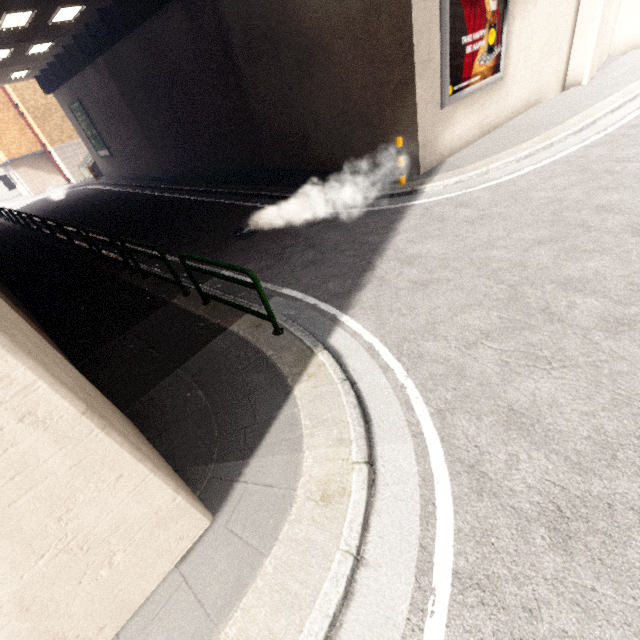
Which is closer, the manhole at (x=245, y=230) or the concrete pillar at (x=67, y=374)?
the concrete pillar at (x=67, y=374)

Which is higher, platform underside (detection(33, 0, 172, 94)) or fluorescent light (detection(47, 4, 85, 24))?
fluorescent light (detection(47, 4, 85, 24))

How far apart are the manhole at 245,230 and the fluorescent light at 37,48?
17.2 meters

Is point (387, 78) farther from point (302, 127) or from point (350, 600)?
point (350, 600)

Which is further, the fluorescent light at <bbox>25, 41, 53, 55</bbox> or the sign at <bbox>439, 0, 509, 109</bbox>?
the fluorescent light at <bbox>25, 41, 53, 55</bbox>

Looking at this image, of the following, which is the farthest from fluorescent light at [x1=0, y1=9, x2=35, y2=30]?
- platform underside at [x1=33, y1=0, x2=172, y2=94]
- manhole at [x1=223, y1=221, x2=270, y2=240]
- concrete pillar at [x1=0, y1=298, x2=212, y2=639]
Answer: manhole at [x1=223, y1=221, x2=270, y2=240]

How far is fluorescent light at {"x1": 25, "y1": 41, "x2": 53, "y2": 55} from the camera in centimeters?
1588cm

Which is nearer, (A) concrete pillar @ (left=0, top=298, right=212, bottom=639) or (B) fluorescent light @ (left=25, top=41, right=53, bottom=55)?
(A) concrete pillar @ (left=0, top=298, right=212, bottom=639)
